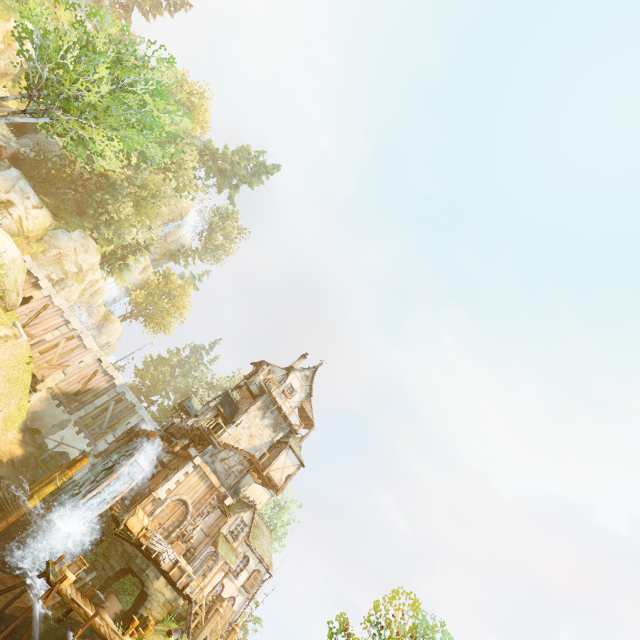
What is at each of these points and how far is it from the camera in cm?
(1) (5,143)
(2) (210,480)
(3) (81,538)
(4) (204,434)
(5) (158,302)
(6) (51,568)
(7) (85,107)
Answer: (1) building, 2648
(2) tower, 2409
(3) stone arch, 1944
(4) wooden platform, 2448
(5) tree, 5569
(6) wooden platform, 1153
(7) tree, 1152

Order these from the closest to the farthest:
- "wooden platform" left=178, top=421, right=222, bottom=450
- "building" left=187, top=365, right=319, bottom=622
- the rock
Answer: the rock < "building" left=187, top=365, right=319, bottom=622 < "wooden platform" left=178, top=421, right=222, bottom=450

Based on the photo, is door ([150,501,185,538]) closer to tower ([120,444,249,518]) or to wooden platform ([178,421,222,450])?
tower ([120,444,249,518])

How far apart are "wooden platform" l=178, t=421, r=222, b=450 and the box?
5.51m

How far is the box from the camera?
19.6 meters

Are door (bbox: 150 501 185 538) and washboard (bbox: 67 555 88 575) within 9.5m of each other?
no

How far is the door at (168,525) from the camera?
21.62m

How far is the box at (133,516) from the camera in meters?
19.6 m
